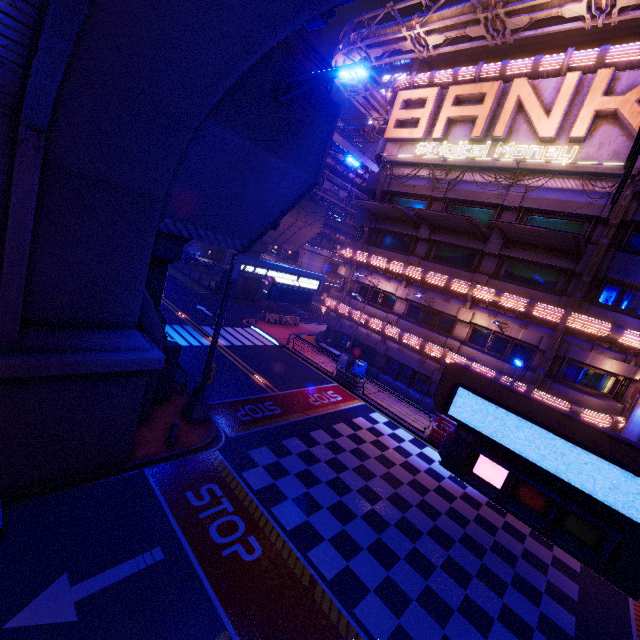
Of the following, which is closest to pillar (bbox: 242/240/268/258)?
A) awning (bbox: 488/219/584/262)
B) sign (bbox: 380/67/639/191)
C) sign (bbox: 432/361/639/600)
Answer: sign (bbox: 380/67/639/191)

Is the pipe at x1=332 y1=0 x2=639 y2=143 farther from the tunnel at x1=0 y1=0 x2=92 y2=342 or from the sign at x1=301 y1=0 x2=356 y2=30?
the tunnel at x1=0 y1=0 x2=92 y2=342

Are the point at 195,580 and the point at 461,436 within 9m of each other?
yes

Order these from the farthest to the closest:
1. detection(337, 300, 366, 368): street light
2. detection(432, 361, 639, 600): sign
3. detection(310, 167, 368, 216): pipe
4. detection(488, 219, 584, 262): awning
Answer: detection(310, 167, 368, 216): pipe < detection(337, 300, 366, 368): street light < detection(488, 219, 584, 262): awning < detection(432, 361, 639, 600): sign

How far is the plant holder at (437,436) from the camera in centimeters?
1824cm

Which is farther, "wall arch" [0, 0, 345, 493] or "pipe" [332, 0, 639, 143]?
"pipe" [332, 0, 639, 143]

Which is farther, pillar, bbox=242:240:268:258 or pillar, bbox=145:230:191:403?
pillar, bbox=242:240:268:258

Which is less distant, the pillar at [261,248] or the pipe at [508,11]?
the pipe at [508,11]
